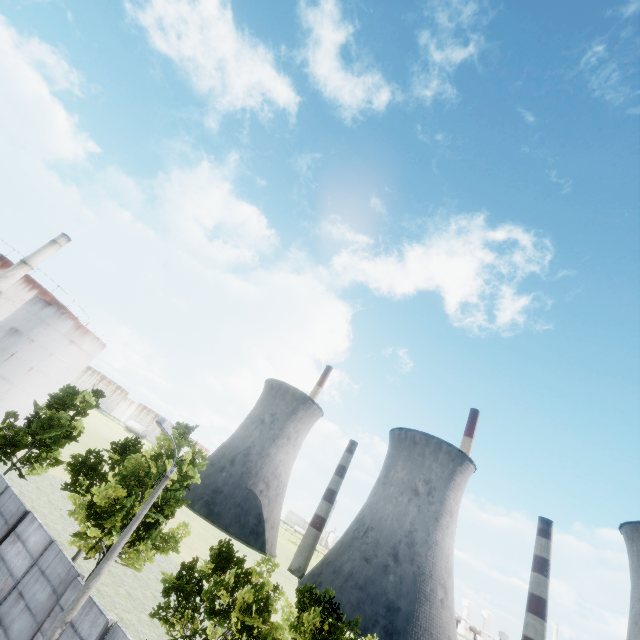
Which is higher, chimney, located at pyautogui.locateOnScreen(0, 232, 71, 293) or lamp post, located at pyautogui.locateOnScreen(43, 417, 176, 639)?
chimney, located at pyautogui.locateOnScreen(0, 232, 71, 293)

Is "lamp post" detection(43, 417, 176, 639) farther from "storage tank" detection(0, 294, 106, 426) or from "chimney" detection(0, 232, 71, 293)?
"storage tank" detection(0, 294, 106, 426)

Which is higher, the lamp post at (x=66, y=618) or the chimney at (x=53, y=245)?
the chimney at (x=53, y=245)

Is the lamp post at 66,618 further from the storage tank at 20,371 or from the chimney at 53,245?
the storage tank at 20,371

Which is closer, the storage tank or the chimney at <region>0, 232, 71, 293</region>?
the chimney at <region>0, 232, 71, 293</region>

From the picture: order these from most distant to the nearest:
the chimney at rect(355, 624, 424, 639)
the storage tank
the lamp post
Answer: the chimney at rect(355, 624, 424, 639), the storage tank, the lamp post

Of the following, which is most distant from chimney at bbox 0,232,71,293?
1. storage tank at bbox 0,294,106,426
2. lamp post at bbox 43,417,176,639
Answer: lamp post at bbox 43,417,176,639

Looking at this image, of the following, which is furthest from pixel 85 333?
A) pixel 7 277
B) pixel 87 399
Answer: pixel 87 399
